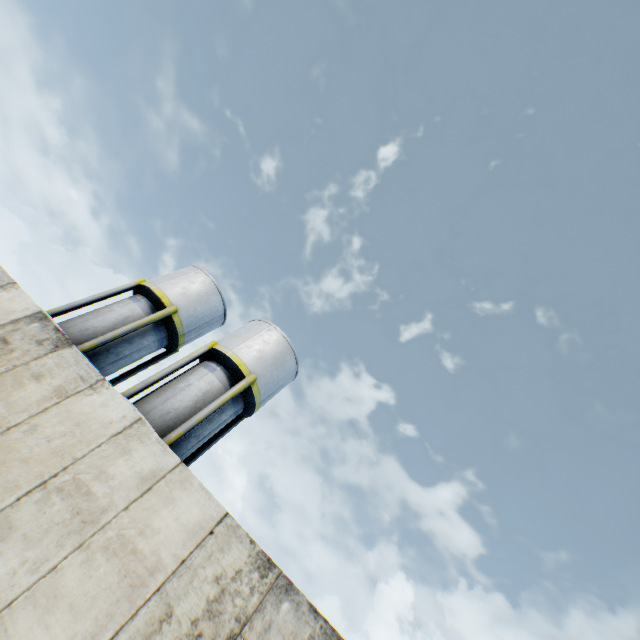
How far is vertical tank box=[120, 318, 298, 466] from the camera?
12.6m

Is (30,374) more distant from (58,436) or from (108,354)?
(108,354)

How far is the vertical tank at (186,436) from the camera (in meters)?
12.62

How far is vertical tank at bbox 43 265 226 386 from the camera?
14.39m

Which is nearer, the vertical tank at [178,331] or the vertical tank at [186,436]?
the vertical tank at [186,436]

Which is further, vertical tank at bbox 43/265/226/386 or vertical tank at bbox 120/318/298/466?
vertical tank at bbox 43/265/226/386
